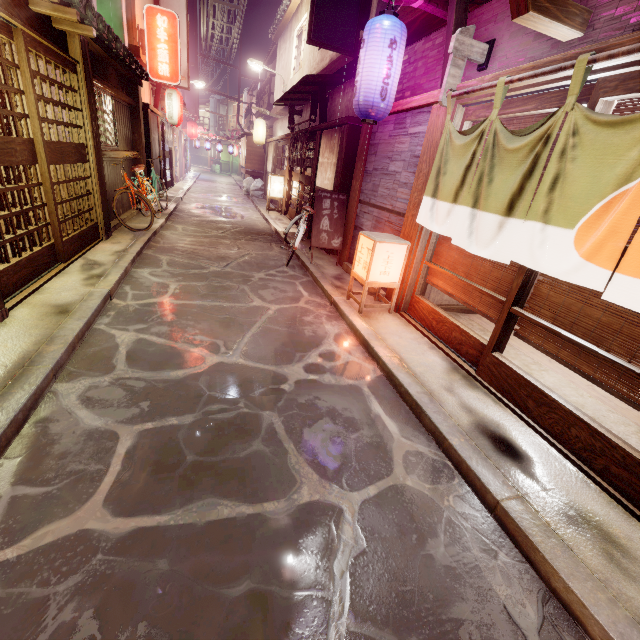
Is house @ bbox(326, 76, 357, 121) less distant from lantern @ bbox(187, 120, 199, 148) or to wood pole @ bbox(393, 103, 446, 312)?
wood pole @ bbox(393, 103, 446, 312)

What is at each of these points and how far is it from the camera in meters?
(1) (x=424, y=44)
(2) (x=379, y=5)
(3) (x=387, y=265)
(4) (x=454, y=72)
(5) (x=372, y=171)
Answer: (1) house, 8.8
(2) house, 11.3
(3) light, 8.4
(4) wood base, 6.7
(5) house, 10.8

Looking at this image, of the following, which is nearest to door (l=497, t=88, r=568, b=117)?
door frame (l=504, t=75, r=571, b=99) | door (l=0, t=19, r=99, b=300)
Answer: door frame (l=504, t=75, r=571, b=99)

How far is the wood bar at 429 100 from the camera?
7.5 meters

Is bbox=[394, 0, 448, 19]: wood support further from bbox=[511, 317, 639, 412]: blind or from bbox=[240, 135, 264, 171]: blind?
bbox=[240, 135, 264, 171]: blind

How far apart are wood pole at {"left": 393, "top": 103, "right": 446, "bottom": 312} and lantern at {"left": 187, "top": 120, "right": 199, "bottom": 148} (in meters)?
43.10

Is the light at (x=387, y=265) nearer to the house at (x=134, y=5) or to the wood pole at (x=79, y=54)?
the wood pole at (x=79, y=54)

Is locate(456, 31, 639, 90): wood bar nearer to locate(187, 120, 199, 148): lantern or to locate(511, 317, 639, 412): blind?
locate(511, 317, 639, 412): blind
